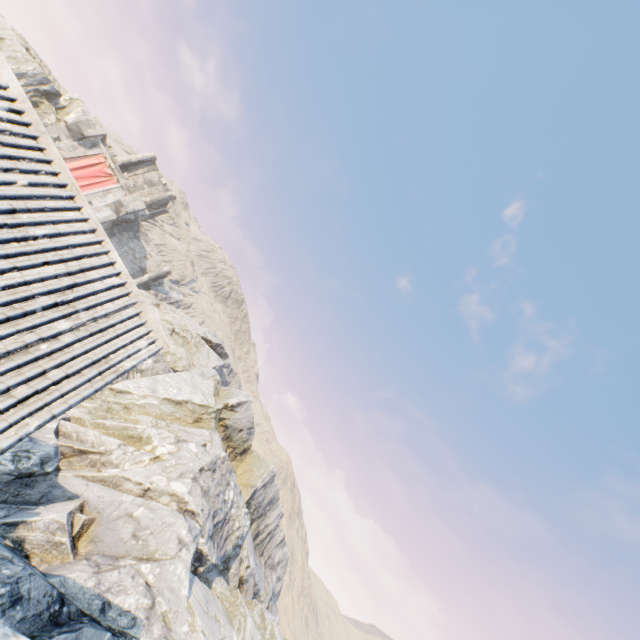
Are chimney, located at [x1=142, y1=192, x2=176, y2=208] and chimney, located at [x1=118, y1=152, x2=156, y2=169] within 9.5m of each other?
yes

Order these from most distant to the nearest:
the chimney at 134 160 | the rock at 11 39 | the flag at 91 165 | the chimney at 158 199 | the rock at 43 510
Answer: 1. the chimney at 158 199
2. the chimney at 134 160
3. the flag at 91 165
4. the rock at 11 39
5. the rock at 43 510

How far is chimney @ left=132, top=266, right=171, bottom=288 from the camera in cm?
3528

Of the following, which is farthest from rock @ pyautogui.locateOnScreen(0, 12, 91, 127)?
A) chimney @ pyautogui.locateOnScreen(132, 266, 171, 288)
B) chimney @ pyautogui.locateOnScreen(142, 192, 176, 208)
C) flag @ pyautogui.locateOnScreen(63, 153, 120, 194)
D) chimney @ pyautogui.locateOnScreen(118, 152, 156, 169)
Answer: chimney @ pyautogui.locateOnScreen(142, 192, 176, 208)

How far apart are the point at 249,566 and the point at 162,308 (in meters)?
25.98

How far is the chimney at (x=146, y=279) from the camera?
35.3m

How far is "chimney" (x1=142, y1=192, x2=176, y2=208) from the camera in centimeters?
3796cm

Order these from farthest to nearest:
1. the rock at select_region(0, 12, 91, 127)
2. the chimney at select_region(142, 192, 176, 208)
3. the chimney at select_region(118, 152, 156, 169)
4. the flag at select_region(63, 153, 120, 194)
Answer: the chimney at select_region(142, 192, 176, 208) < the chimney at select_region(118, 152, 156, 169) < the flag at select_region(63, 153, 120, 194) < the rock at select_region(0, 12, 91, 127)
